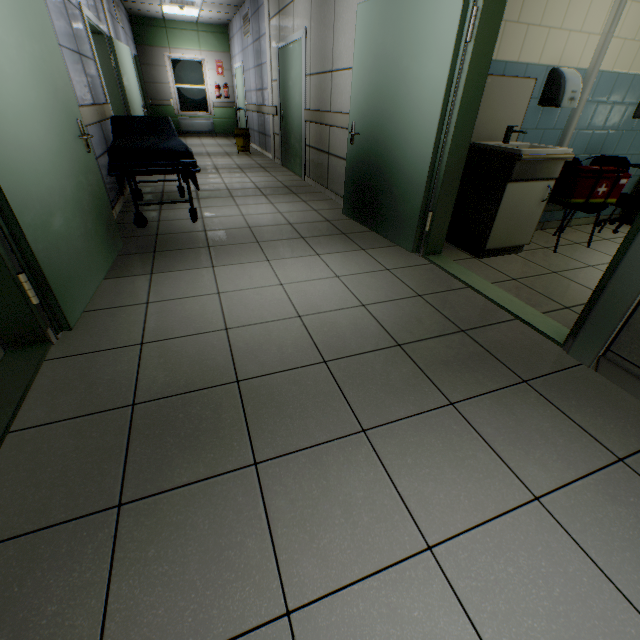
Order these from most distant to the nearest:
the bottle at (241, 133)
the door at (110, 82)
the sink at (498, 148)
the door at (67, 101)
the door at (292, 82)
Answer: the bottle at (241, 133)
the door at (292, 82)
the door at (110, 82)
the sink at (498, 148)
the door at (67, 101)

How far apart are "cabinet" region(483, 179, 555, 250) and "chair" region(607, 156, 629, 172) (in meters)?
0.95

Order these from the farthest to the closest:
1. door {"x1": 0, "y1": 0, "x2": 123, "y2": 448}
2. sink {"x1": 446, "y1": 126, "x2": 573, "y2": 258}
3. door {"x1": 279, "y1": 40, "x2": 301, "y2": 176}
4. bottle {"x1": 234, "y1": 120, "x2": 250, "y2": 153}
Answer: bottle {"x1": 234, "y1": 120, "x2": 250, "y2": 153}
door {"x1": 279, "y1": 40, "x2": 301, "y2": 176}
sink {"x1": 446, "y1": 126, "x2": 573, "y2": 258}
door {"x1": 0, "y1": 0, "x2": 123, "y2": 448}

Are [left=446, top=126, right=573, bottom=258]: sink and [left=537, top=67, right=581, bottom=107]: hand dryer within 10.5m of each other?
yes

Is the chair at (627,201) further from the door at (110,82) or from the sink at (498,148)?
the door at (110,82)

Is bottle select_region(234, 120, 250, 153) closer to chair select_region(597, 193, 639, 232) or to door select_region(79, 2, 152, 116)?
door select_region(79, 2, 152, 116)

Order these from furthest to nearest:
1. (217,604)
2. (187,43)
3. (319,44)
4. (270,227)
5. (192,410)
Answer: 1. (187,43)
2. (319,44)
3. (270,227)
4. (192,410)
5. (217,604)

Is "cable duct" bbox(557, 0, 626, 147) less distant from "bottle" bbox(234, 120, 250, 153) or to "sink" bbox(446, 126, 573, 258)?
"sink" bbox(446, 126, 573, 258)
